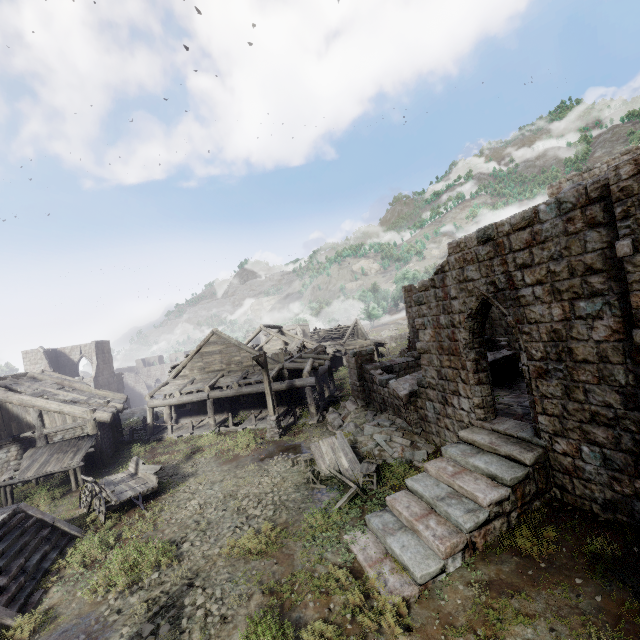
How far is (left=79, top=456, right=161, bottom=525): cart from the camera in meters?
11.9

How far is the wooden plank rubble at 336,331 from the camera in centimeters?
4894cm

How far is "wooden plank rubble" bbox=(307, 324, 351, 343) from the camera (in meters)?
48.94

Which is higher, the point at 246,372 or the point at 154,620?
the point at 246,372

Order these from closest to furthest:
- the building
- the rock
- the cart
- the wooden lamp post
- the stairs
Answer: the building
the stairs
the cart
the wooden lamp post
the rock

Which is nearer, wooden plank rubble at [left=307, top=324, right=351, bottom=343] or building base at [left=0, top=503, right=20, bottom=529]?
building base at [left=0, top=503, right=20, bottom=529]

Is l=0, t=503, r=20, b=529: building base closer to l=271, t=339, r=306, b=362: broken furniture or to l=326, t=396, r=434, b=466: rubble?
l=326, t=396, r=434, b=466: rubble

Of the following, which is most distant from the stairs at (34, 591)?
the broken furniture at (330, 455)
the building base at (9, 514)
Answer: the broken furniture at (330, 455)
